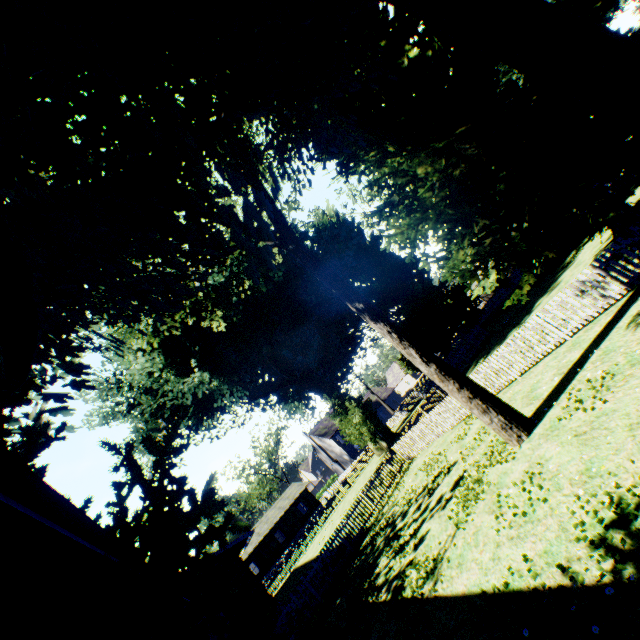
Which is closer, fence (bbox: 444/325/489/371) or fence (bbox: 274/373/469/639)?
fence (bbox: 274/373/469/639)

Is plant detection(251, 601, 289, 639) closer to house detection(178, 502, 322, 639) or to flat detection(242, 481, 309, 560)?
house detection(178, 502, 322, 639)

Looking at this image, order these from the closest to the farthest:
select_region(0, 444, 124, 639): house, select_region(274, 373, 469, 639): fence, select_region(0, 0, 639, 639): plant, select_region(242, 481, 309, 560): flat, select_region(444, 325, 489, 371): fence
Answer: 1. select_region(0, 444, 124, 639): house
2. select_region(0, 0, 639, 639): plant
3. select_region(274, 373, 469, 639): fence
4. select_region(444, 325, 489, 371): fence
5. select_region(242, 481, 309, 560): flat

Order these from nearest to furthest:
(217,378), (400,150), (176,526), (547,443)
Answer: (176,526), (547,443), (400,150), (217,378)

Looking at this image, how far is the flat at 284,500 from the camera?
45.12m

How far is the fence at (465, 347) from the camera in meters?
26.7 m

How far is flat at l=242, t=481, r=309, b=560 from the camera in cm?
4512

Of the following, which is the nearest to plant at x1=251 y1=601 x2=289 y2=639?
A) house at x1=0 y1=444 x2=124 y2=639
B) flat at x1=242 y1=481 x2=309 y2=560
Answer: house at x1=0 y1=444 x2=124 y2=639
